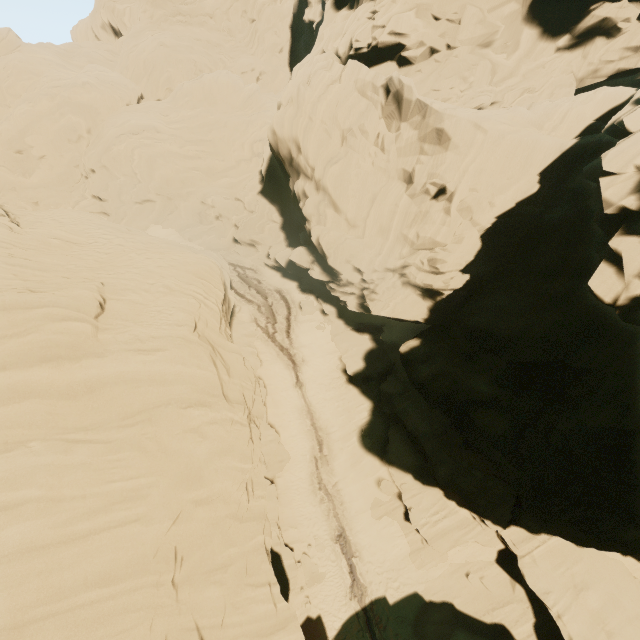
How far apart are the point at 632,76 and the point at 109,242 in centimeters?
3734cm
